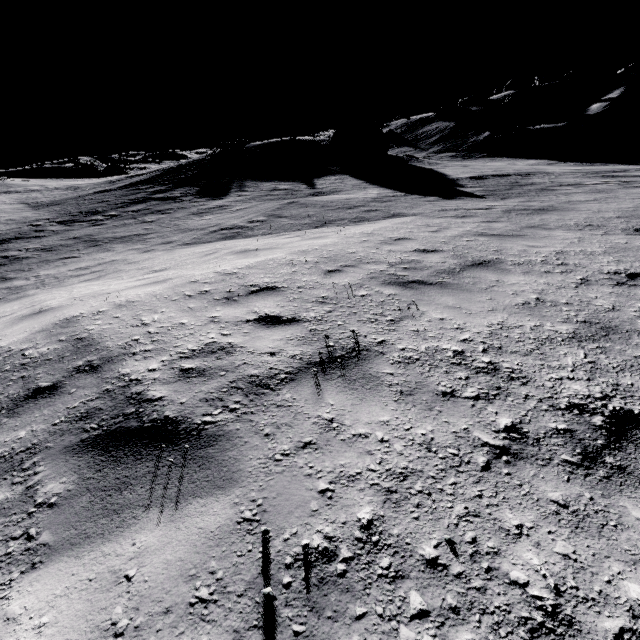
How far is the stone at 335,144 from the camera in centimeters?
2808cm

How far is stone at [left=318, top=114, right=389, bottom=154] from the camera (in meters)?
28.08

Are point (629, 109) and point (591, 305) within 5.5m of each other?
→ no
